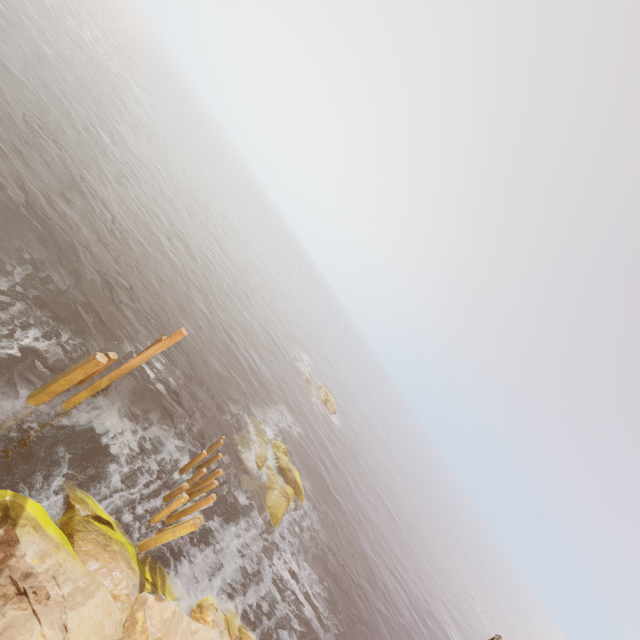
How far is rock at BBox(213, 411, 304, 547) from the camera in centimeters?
1775cm

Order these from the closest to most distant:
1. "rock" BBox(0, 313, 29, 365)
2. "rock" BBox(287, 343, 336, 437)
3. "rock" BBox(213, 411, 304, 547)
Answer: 1. "rock" BBox(0, 313, 29, 365)
2. "rock" BBox(213, 411, 304, 547)
3. "rock" BBox(287, 343, 336, 437)

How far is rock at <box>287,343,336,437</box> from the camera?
40.5m

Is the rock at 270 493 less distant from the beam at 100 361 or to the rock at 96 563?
the rock at 96 563

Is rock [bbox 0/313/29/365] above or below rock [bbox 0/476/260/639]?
below

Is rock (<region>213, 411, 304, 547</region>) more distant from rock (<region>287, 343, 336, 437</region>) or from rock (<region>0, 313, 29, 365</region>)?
rock (<region>287, 343, 336, 437</region>)

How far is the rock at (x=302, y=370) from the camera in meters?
40.5

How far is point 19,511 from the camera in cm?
803
